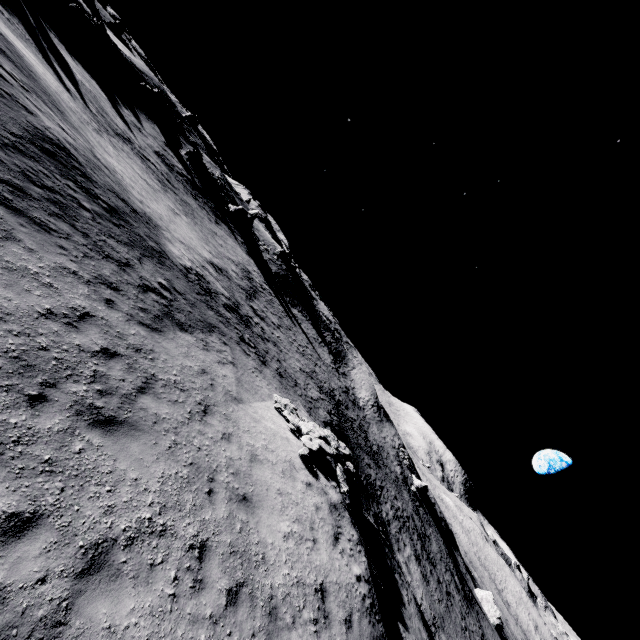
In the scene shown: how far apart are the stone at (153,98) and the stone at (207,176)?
A: 7.9 meters

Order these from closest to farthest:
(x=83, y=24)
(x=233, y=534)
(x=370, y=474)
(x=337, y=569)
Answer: (x=233, y=534)
(x=337, y=569)
(x=83, y=24)
(x=370, y=474)

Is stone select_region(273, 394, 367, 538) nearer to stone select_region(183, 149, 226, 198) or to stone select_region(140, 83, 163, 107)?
stone select_region(183, 149, 226, 198)

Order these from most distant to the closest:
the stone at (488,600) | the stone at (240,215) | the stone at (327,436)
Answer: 1. the stone at (488,600)
2. the stone at (240,215)
3. the stone at (327,436)

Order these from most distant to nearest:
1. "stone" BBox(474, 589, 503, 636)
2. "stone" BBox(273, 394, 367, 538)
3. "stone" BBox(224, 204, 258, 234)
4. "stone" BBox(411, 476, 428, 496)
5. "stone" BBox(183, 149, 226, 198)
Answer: "stone" BBox(411, 476, 428, 496) → "stone" BBox(474, 589, 503, 636) → "stone" BBox(224, 204, 258, 234) → "stone" BBox(183, 149, 226, 198) → "stone" BBox(273, 394, 367, 538)

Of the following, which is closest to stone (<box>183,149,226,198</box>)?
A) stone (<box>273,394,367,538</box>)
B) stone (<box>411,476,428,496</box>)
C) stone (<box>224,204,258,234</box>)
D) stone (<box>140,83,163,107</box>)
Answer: stone (<box>224,204,258,234</box>)

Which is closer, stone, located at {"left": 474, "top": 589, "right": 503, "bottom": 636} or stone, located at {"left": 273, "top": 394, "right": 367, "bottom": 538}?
stone, located at {"left": 273, "top": 394, "right": 367, "bottom": 538}

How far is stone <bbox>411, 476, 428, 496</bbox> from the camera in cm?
5620
